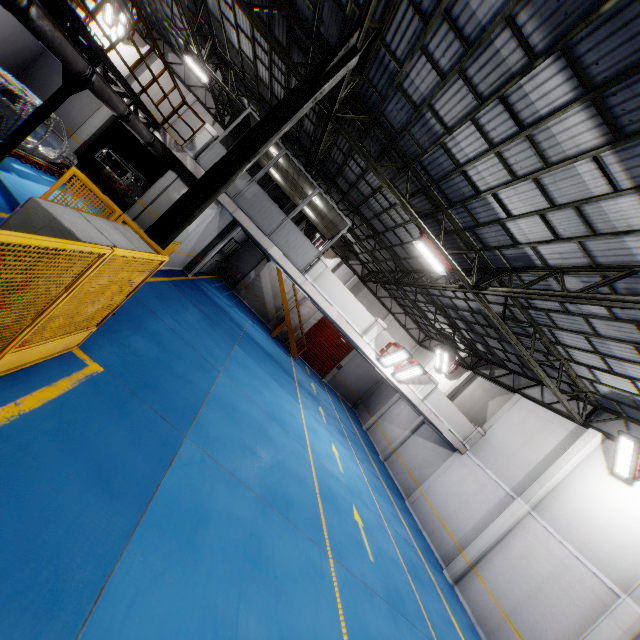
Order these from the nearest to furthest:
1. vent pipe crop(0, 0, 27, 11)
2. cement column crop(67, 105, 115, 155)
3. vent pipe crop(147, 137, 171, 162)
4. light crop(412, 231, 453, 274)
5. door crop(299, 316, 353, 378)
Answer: vent pipe crop(0, 0, 27, 11) → light crop(412, 231, 453, 274) → vent pipe crop(147, 137, 171, 162) → cement column crop(67, 105, 115, 155) → door crop(299, 316, 353, 378)

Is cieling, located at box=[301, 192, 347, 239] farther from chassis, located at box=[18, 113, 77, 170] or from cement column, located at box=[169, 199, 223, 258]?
chassis, located at box=[18, 113, 77, 170]

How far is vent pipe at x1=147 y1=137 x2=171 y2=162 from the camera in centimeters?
1194cm

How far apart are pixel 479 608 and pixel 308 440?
8.07m

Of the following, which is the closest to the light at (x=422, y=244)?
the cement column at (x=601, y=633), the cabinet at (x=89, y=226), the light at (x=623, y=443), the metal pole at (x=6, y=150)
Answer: the light at (x=623, y=443)

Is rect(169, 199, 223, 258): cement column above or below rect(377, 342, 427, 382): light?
below

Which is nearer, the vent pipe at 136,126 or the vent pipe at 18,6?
the vent pipe at 18,6

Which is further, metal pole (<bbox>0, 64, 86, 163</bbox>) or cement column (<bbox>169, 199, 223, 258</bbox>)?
cement column (<bbox>169, 199, 223, 258</bbox>)
